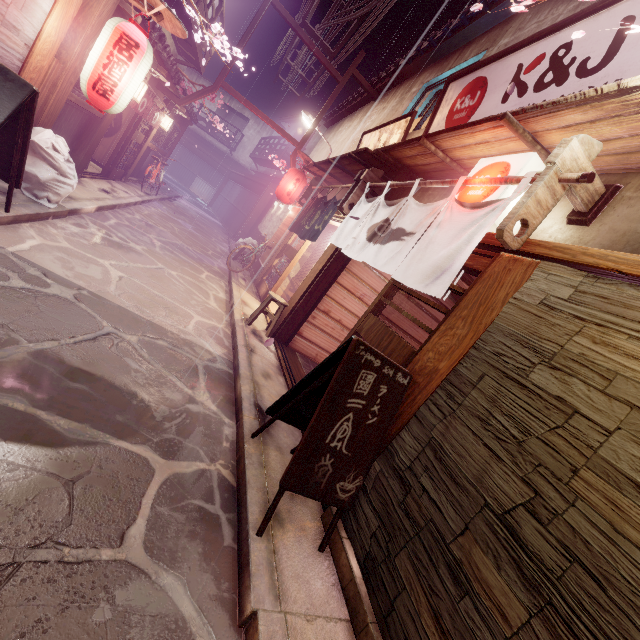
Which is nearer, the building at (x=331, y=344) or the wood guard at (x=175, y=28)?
the wood guard at (x=175, y=28)

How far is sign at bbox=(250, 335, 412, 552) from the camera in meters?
4.3

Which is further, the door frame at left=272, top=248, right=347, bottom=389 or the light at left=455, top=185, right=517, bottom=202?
the door frame at left=272, top=248, right=347, bottom=389

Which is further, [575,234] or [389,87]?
[389,87]

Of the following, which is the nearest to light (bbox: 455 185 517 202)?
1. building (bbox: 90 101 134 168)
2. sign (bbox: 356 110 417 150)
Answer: sign (bbox: 356 110 417 150)

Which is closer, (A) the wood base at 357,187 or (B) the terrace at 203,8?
(A) the wood base at 357,187

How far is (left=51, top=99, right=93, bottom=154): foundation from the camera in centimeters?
1071cm

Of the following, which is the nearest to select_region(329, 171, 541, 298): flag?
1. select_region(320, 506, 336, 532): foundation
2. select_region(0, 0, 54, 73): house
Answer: select_region(320, 506, 336, 532): foundation
